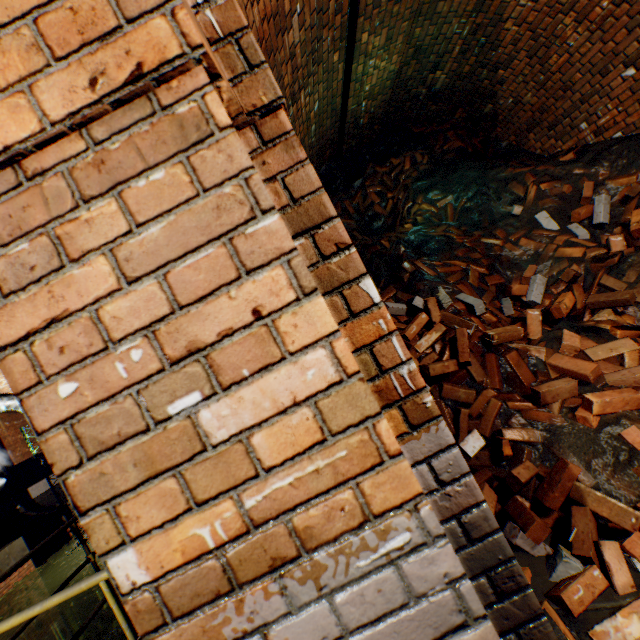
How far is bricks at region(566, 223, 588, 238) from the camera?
3.46m

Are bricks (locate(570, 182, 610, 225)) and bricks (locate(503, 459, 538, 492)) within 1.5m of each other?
no

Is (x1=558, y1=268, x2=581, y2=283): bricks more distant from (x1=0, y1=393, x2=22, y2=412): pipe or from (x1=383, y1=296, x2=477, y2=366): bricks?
(x1=0, y1=393, x2=22, y2=412): pipe

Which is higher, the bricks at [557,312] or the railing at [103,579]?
the railing at [103,579]

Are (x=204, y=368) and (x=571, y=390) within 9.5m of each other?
yes

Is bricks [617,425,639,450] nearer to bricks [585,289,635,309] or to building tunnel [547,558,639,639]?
building tunnel [547,558,639,639]

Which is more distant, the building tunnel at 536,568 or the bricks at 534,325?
the bricks at 534,325

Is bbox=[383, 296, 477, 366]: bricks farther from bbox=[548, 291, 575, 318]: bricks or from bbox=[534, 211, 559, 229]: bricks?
bbox=[534, 211, 559, 229]: bricks
